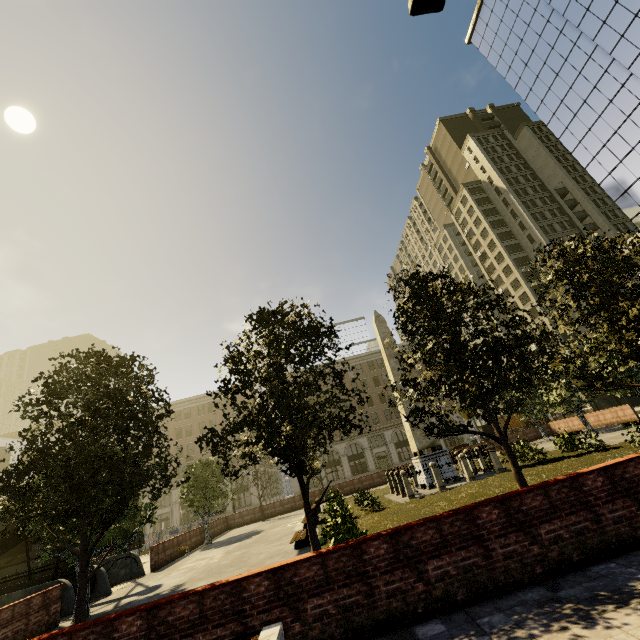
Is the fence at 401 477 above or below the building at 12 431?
below

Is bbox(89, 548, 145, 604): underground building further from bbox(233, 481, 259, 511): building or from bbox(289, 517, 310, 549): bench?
bbox(233, 481, 259, 511): building

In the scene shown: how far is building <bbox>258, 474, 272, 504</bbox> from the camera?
50.7 meters

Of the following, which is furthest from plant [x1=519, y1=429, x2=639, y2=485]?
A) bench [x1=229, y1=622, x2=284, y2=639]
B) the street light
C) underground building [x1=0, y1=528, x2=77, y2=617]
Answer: the street light

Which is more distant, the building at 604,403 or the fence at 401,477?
the building at 604,403

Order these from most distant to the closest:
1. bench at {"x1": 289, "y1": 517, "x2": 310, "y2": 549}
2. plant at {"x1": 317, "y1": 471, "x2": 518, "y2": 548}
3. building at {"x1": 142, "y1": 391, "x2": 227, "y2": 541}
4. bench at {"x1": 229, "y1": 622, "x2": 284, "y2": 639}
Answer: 1. building at {"x1": 142, "y1": 391, "x2": 227, "y2": 541}
2. bench at {"x1": 289, "y1": 517, "x2": 310, "y2": 549}
3. plant at {"x1": 317, "y1": 471, "x2": 518, "y2": 548}
4. bench at {"x1": 229, "y1": 622, "x2": 284, "y2": 639}

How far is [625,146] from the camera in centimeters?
3634cm

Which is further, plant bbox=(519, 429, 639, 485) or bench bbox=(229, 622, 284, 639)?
plant bbox=(519, 429, 639, 485)
